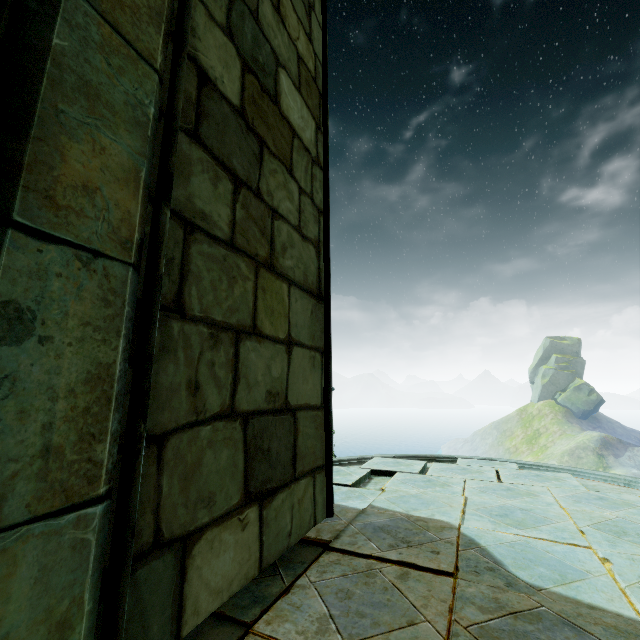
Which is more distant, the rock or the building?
the rock

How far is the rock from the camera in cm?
5825

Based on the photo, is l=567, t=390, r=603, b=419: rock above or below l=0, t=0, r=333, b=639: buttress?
→ below

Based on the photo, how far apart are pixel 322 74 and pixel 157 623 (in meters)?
4.80

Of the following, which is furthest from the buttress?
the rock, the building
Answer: the rock

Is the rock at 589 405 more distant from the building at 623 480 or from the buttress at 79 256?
the buttress at 79 256

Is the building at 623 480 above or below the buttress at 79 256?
below

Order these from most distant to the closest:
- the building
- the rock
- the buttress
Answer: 1. the rock
2. the building
3. the buttress
